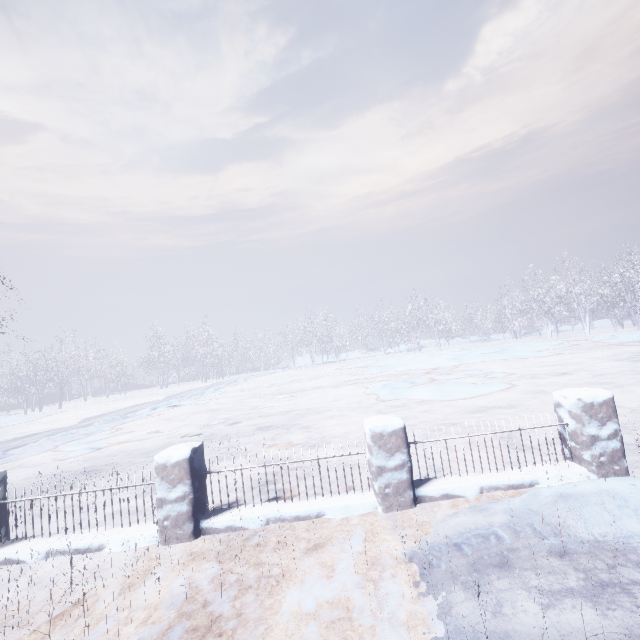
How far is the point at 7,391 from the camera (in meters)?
32.22
